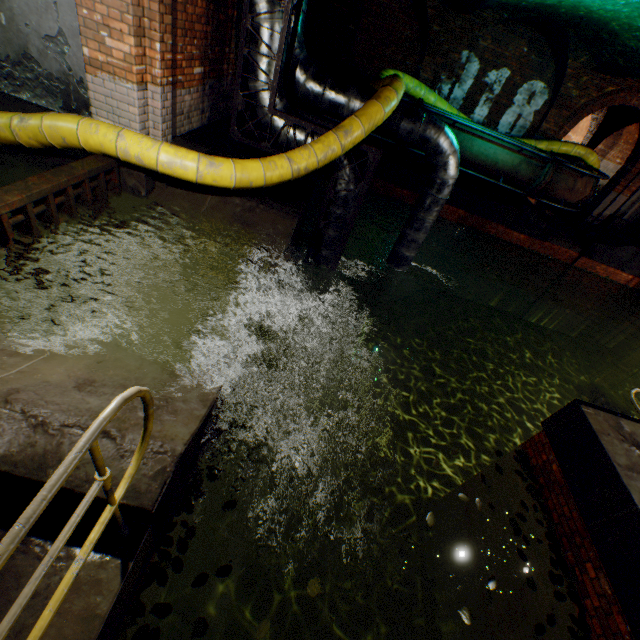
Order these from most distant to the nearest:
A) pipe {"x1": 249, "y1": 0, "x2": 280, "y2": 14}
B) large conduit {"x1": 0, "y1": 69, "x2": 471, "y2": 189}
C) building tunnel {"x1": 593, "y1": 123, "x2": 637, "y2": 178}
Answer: building tunnel {"x1": 593, "y1": 123, "x2": 637, "y2": 178}, pipe {"x1": 249, "y1": 0, "x2": 280, "y2": 14}, large conduit {"x1": 0, "y1": 69, "x2": 471, "y2": 189}

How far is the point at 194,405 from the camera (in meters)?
2.78

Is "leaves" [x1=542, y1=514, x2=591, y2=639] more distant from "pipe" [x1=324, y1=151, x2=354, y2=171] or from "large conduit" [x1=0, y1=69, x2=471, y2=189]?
"large conduit" [x1=0, y1=69, x2=471, y2=189]

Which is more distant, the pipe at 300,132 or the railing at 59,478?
the pipe at 300,132

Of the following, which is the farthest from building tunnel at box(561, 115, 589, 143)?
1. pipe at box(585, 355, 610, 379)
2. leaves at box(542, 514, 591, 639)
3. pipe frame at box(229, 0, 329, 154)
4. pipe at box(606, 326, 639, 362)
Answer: leaves at box(542, 514, 591, 639)

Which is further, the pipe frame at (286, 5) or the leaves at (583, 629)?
the pipe frame at (286, 5)

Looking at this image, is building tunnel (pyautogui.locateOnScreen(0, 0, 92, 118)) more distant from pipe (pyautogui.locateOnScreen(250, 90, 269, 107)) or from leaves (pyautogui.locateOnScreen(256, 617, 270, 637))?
leaves (pyautogui.locateOnScreen(256, 617, 270, 637))

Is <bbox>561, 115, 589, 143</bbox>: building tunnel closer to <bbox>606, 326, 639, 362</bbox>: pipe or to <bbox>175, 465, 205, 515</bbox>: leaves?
<bbox>606, 326, 639, 362</bbox>: pipe
